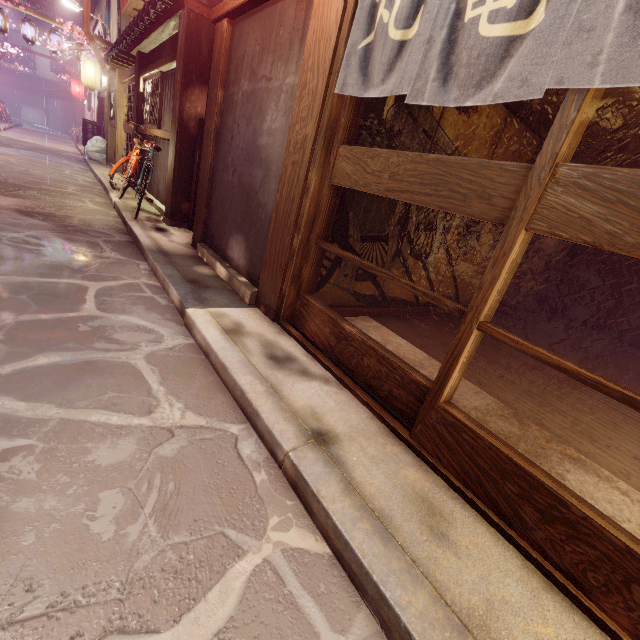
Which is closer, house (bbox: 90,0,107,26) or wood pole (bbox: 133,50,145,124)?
wood pole (bbox: 133,50,145,124)

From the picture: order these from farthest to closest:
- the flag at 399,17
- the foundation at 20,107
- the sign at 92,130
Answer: the foundation at 20,107, the sign at 92,130, the flag at 399,17

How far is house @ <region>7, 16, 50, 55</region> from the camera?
55.91m

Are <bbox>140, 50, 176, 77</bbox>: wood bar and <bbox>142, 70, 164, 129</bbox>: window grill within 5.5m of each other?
yes

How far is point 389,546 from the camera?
2.5 meters

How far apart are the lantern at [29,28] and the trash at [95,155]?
6.2 meters

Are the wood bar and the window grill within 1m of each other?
yes

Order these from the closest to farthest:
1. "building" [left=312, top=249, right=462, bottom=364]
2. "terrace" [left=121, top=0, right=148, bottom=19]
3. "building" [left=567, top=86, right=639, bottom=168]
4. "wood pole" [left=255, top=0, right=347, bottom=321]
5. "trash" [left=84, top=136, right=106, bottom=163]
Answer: "wood pole" [left=255, top=0, right=347, bottom=321] < "building" [left=567, top=86, right=639, bottom=168] < "building" [left=312, top=249, right=462, bottom=364] < "terrace" [left=121, top=0, right=148, bottom=19] < "trash" [left=84, top=136, right=106, bottom=163]
